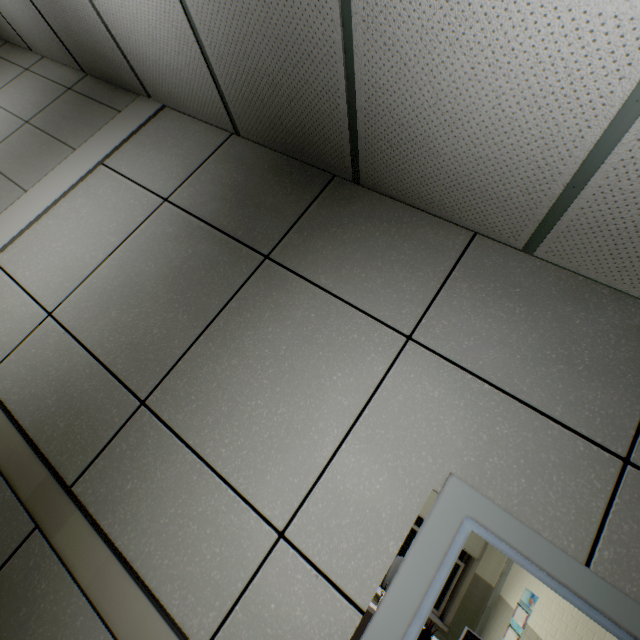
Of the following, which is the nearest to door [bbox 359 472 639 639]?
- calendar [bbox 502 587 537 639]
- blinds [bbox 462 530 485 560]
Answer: calendar [bbox 502 587 537 639]

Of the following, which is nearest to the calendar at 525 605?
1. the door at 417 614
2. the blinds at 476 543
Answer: the blinds at 476 543

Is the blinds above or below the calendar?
above

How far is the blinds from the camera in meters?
5.1 m

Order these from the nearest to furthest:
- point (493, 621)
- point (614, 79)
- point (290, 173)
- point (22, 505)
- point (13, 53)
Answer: point (614, 79)
point (22, 505)
point (290, 173)
point (13, 53)
point (493, 621)

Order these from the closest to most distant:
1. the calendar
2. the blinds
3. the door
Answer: the door
the calendar
the blinds
